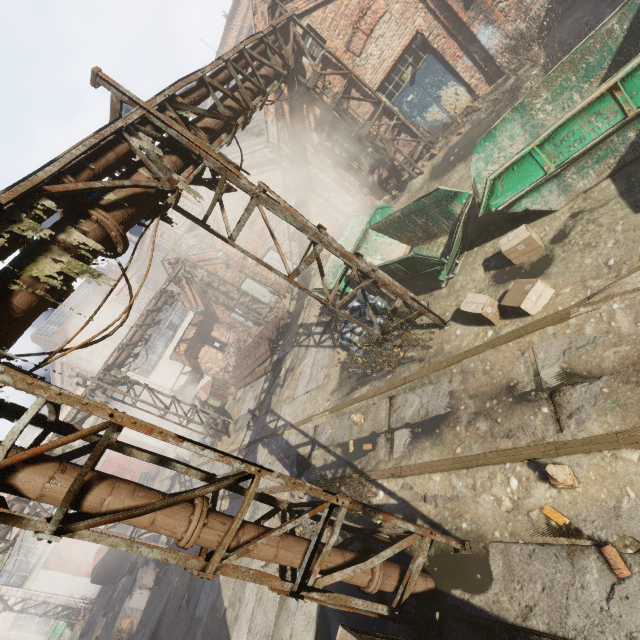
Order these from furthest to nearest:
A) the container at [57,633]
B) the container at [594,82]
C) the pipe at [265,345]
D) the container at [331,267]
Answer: A:
the container at [57,633]
the pipe at [265,345]
the container at [331,267]
the container at [594,82]

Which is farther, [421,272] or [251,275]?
[251,275]

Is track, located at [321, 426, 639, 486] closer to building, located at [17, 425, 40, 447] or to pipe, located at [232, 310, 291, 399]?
pipe, located at [232, 310, 291, 399]

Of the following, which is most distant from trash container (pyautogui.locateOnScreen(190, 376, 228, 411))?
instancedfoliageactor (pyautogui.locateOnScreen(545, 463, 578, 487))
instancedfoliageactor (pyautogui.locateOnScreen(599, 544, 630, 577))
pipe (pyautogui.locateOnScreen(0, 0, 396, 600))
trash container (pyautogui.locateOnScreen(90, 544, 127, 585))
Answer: instancedfoliageactor (pyautogui.locateOnScreen(599, 544, 630, 577))

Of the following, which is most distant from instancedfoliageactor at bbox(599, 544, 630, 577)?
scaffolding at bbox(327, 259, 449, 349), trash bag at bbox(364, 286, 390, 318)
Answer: trash bag at bbox(364, 286, 390, 318)

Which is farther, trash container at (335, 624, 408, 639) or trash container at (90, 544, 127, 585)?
trash container at (90, 544, 127, 585)

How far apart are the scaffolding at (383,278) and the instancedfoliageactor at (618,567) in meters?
4.0 m

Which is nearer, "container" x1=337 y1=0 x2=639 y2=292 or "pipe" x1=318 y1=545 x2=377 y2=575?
"pipe" x1=318 y1=545 x2=377 y2=575
